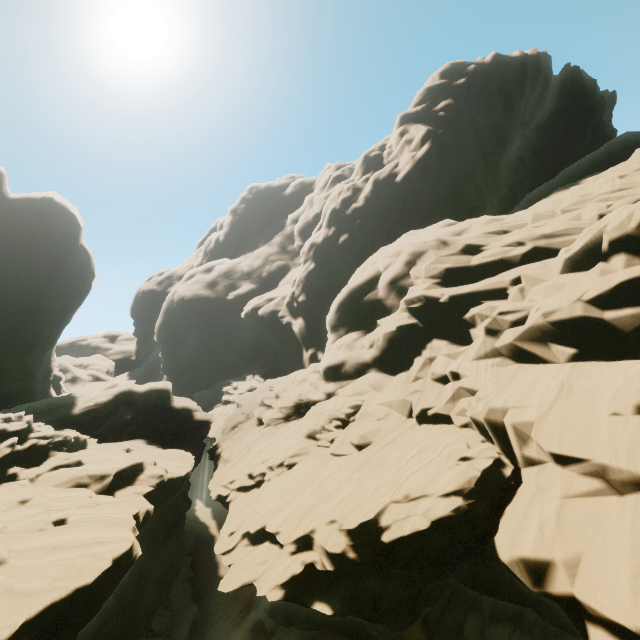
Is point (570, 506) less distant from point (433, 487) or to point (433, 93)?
point (433, 487)
